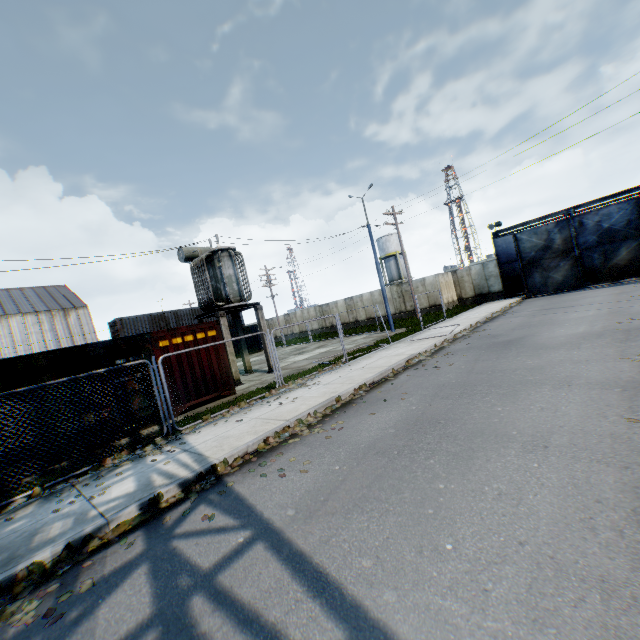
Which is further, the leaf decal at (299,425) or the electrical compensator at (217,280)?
the electrical compensator at (217,280)

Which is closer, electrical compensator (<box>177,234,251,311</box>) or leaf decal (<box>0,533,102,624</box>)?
leaf decal (<box>0,533,102,624</box>)

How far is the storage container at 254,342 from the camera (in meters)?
32.88

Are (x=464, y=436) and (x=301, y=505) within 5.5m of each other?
yes

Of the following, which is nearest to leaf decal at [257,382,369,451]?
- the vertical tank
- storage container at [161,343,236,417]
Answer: storage container at [161,343,236,417]

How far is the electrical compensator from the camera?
15.1 meters

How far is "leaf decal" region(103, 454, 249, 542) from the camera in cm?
476

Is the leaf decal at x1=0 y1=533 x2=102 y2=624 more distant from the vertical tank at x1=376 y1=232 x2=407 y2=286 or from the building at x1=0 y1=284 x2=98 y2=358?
the building at x1=0 y1=284 x2=98 y2=358
